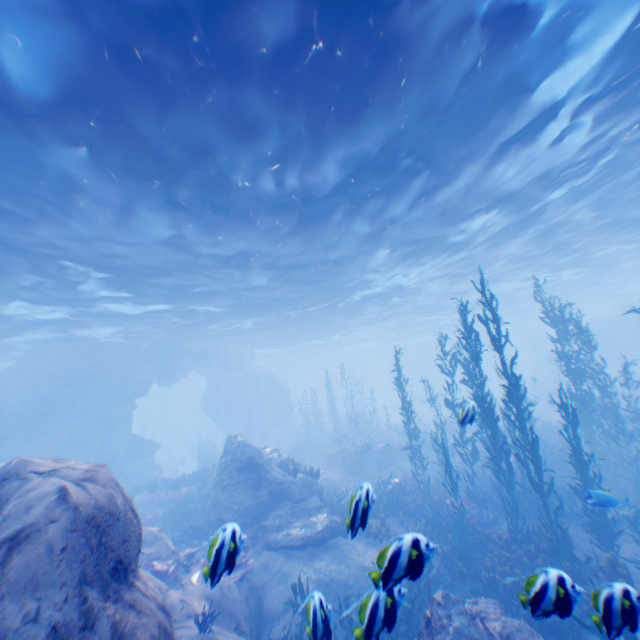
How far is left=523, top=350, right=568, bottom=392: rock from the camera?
33.12m

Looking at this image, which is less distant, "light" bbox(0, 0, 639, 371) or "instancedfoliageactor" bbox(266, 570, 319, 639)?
"instancedfoliageactor" bbox(266, 570, 319, 639)

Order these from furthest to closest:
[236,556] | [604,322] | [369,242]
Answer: [604,322] < [369,242] < [236,556]

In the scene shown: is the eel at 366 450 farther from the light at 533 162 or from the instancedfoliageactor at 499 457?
the light at 533 162

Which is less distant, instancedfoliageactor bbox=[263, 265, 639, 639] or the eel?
instancedfoliageactor bbox=[263, 265, 639, 639]

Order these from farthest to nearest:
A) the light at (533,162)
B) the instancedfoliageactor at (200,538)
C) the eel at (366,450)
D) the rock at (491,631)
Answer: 1. the eel at (366,450)
2. the light at (533,162)
3. the rock at (491,631)
4. the instancedfoliageactor at (200,538)

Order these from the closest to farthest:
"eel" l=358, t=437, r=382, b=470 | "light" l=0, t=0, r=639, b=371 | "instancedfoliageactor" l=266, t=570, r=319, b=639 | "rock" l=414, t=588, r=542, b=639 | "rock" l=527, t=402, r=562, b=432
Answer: "instancedfoliageactor" l=266, t=570, r=319, b=639, "rock" l=414, t=588, r=542, b=639, "light" l=0, t=0, r=639, b=371, "eel" l=358, t=437, r=382, b=470, "rock" l=527, t=402, r=562, b=432

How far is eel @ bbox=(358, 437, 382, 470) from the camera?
20.20m
